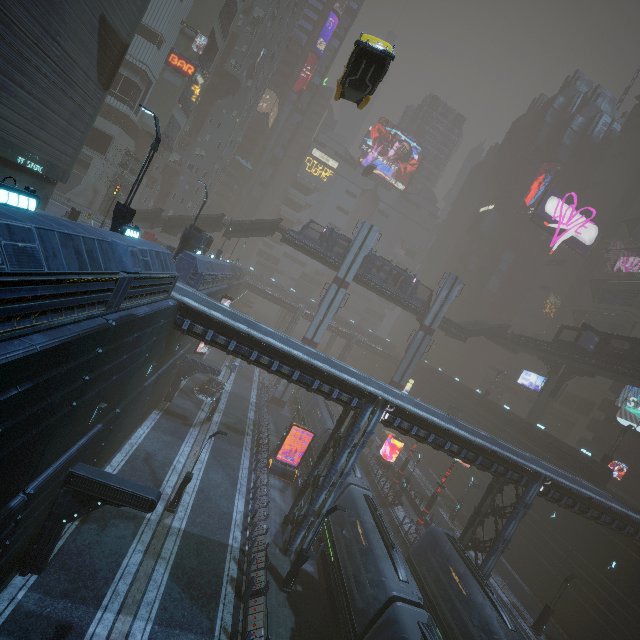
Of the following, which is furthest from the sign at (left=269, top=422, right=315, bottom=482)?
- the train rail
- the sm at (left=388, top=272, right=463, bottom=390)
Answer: the sm at (left=388, top=272, right=463, bottom=390)

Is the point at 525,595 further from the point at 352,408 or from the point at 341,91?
the point at 341,91

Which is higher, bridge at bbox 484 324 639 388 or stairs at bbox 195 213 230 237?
bridge at bbox 484 324 639 388

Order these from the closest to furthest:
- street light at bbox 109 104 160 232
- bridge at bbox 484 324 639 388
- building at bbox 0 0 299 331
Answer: building at bbox 0 0 299 331, street light at bbox 109 104 160 232, bridge at bbox 484 324 639 388

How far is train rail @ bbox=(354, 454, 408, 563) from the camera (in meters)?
28.08

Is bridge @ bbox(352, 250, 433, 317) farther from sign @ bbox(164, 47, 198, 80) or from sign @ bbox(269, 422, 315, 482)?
sign @ bbox(269, 422, 315, 482)

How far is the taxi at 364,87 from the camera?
12.26m

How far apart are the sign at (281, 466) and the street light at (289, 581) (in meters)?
9.60
